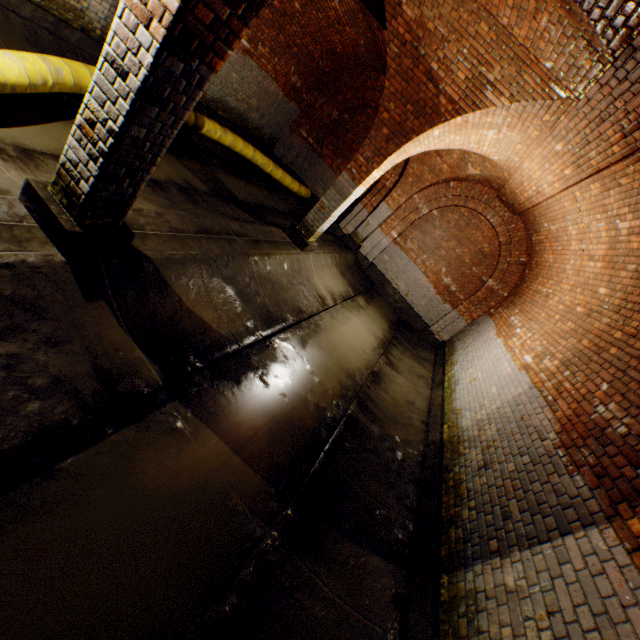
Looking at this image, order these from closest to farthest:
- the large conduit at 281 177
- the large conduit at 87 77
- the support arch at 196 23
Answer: the support arch at 196 23 < the large conduit at 87 77 < the large conduit at 281 177

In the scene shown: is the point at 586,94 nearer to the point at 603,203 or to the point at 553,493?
the point at 603,203

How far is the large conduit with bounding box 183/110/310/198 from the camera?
7.7 meters

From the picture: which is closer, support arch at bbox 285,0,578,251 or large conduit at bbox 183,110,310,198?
support arch at bbox 285,0,578,251

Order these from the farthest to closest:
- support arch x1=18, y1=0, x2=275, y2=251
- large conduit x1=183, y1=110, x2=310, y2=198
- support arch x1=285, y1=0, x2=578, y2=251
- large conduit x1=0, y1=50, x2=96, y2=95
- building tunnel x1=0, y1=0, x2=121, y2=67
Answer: large conduit x1=183, y1=110, x2=310, y2=198, building tunnel x1=0, y1=0, x2=121, y2=67, support arch x1=285, y1=0, x2=578, y2=251, large conduit x1=0, y1=50, x2=96, y2=95, support arch x1=18, y1=0, x2=275, y2=251

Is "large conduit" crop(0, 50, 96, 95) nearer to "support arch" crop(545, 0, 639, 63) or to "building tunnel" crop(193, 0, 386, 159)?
"building tunnel" crop(193, 0, 386, 159)

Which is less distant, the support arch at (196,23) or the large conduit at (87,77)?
the support arch at (196,23)
